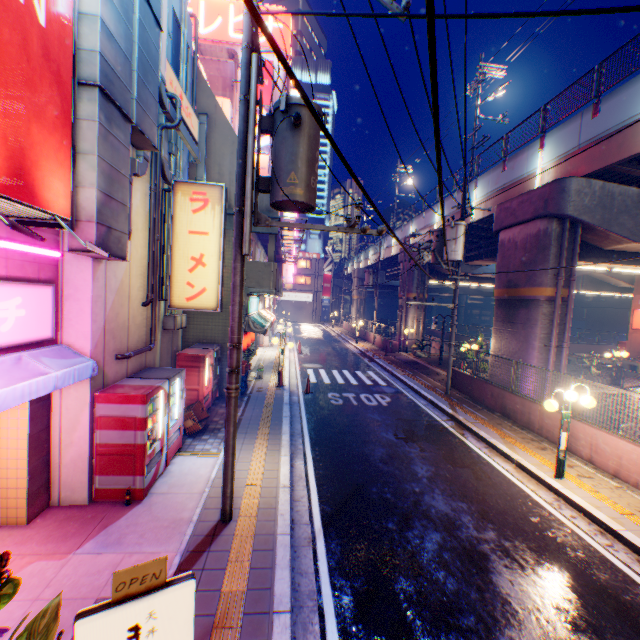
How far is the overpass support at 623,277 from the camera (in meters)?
27.73

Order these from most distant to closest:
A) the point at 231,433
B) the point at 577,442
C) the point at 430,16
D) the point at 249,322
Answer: the point at 249,322, the point at 577,442, the point at 231,433, the point at 430,16

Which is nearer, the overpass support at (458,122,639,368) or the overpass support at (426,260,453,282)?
the overpass support at (458,122,639,368)

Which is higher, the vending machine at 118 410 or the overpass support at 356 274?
the overpass support at 356 274

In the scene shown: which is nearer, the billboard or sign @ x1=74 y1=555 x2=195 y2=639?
sign @ x1=74 y1=555 x2=195 y2=639

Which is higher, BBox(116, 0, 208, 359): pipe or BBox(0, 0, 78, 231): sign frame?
BBox(116, 0, 208, 359): pipe

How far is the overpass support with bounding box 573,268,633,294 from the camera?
27.73m

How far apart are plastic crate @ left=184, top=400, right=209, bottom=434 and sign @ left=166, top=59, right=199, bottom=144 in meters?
8.0 m
